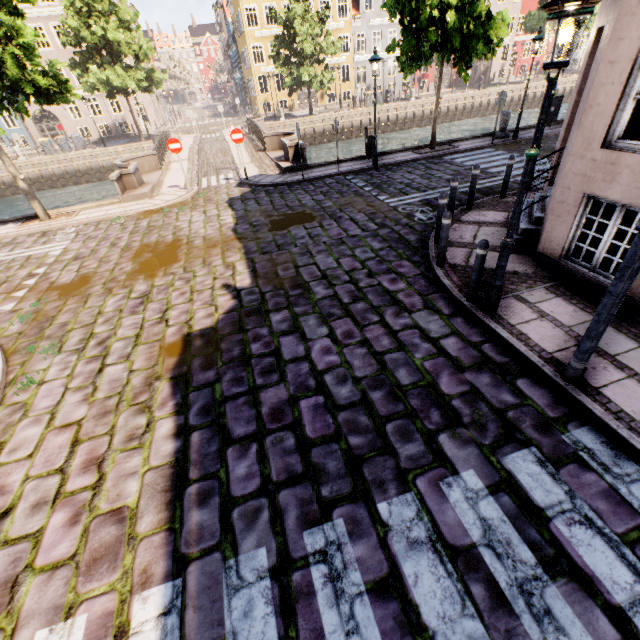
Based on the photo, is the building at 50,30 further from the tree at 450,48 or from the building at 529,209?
the building at 529,209

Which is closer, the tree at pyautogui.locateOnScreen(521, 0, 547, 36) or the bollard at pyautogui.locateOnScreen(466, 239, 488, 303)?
the bollard at pyautogui.locateOnScreen(466, 239, 488, 303)

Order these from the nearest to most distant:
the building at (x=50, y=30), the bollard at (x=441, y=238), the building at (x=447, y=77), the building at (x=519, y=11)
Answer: the bollard at (x=441, y=238), the building at (x=50, y=30), the building at (x=519, y=11), the building at (x=447, y=77)

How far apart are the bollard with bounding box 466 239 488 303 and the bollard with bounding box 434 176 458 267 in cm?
221

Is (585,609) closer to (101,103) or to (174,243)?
(174,243)

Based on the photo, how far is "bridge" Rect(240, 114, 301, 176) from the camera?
14.75m

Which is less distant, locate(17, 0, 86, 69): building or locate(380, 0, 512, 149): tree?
locate(380, 0, 512, 149): tree

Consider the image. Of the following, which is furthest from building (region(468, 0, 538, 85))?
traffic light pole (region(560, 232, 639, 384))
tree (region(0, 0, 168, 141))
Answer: traffic light pole (region(560, 232, 639, 384))
